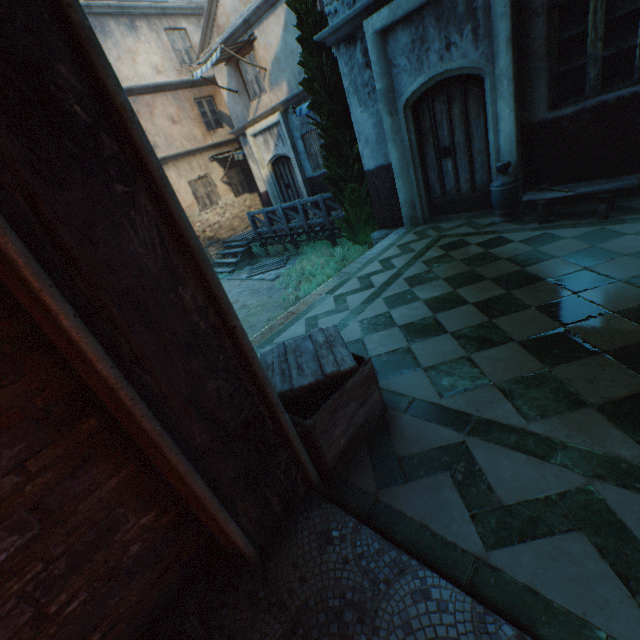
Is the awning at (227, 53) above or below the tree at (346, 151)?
above

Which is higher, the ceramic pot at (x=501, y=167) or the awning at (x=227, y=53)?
the awning at (x=227, y=53)

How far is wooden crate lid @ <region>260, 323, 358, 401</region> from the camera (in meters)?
2.33

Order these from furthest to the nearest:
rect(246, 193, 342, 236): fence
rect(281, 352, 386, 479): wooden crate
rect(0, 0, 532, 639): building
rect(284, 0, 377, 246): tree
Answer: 1. rect(246, 193, 342, 236): fence
2. rect(284, 0, 377, 246): tree
3. rect(281, 352, 386, 479): wooden crate
4. rect(0, 0, 532, 639): building

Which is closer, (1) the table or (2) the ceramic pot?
(1) the table

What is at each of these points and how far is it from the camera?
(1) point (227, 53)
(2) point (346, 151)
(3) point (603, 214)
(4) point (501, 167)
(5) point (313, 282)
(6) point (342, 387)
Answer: (1) awning, 10.8m
(2) tree, 7.4m
(3) table, 4.4m
(4) ceramic pot, 5.2m
(5) plants, 8.5m
(6) wooden crate, 2.2m

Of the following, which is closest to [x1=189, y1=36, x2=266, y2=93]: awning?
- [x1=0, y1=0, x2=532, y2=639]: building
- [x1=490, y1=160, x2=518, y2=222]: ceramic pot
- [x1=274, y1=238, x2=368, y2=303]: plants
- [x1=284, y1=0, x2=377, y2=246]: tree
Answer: [x1=0, y1=0, x2=532, y2=639]: building

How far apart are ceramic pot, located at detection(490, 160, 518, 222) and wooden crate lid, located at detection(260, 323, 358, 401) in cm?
424
